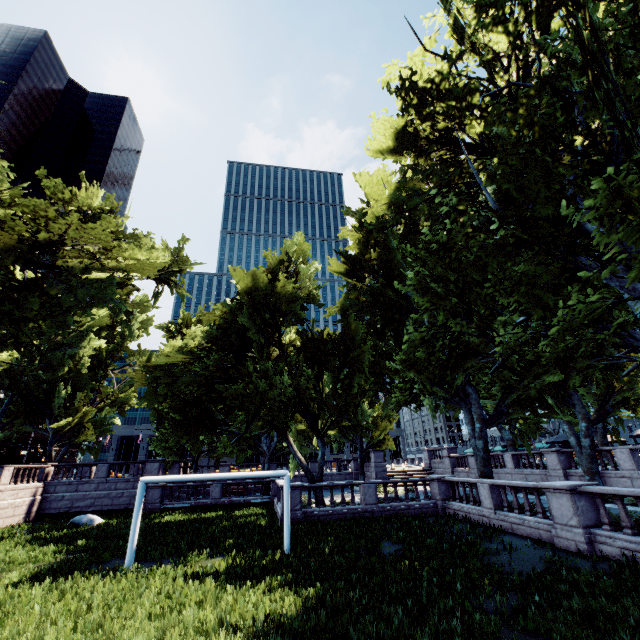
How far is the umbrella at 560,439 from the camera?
28.1m

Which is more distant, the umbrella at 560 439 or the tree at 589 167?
the umbrella at 560 439

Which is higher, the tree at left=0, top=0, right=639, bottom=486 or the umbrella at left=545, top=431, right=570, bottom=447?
the tree at left=0, top=0, right=639, bottom=486

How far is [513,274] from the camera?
12.2m

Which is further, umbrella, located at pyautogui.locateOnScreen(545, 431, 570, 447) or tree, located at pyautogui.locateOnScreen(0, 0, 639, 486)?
umbrella, located at pyautogui.locateOnScreen(545, 431, 570, 447)

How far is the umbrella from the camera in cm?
2812
